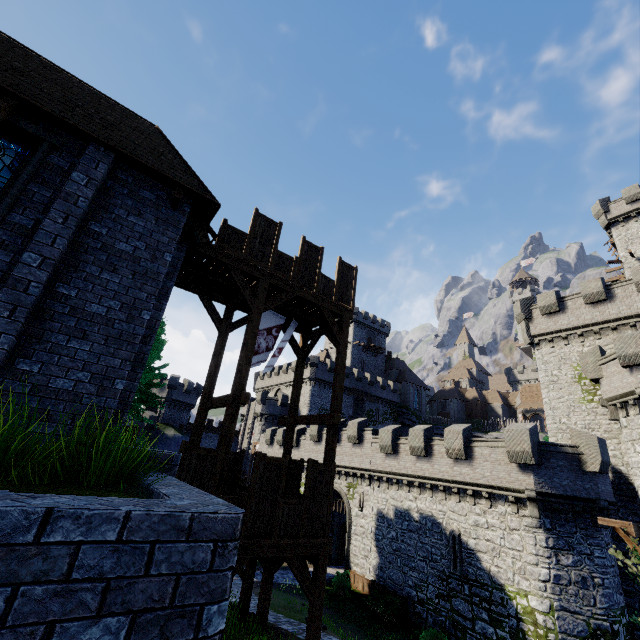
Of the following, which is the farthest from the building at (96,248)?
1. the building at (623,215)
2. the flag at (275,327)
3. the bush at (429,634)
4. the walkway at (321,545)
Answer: the building at (623,215)

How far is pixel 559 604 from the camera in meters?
15.6 m

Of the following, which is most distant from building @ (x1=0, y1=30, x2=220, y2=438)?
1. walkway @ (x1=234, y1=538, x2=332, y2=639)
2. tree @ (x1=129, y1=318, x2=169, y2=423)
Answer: walkway @ (x1=234, y1=538, x2=332, y2=639)

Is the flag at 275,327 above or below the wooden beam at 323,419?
above

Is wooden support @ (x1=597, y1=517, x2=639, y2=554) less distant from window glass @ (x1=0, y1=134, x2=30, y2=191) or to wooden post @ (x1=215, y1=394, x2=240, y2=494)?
wooden post @ (x1=215, y1=394, x2=240, y2=494)

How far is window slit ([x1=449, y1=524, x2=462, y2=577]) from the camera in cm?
1912

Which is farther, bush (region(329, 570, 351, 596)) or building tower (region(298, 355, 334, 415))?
building tower (region(298, 355, 334, 415))

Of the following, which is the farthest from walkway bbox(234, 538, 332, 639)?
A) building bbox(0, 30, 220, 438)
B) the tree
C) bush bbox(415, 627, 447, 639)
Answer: the tree
